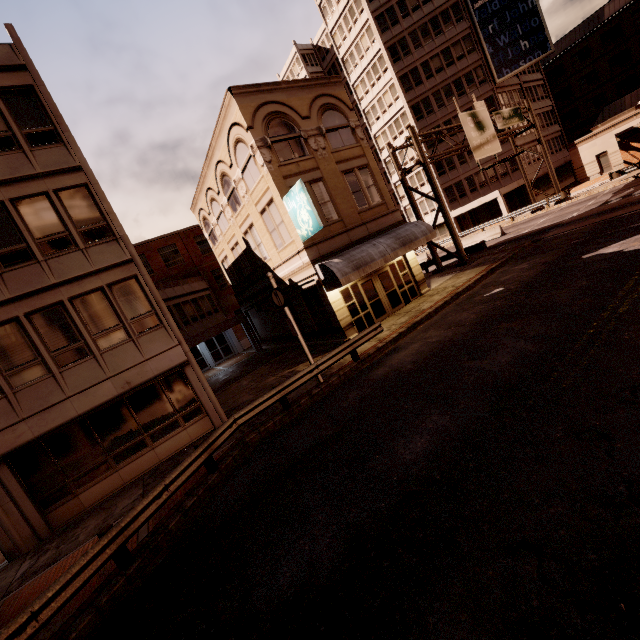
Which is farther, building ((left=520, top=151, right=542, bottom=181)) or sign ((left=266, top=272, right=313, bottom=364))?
building ((left=520, top=151, right=542, bottom=181))

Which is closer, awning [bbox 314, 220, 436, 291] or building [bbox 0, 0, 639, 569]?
building [bbox 0, 0, 639, 569]

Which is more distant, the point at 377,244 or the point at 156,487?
the point at 377,244

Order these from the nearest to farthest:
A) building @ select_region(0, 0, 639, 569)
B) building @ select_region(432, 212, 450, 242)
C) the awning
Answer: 1. building @ select_region(0, 0, 639, 569)
2. the awning
3. building @ select_region(432, 212, 450, 242)

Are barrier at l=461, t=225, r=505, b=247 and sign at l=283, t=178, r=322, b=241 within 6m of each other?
no

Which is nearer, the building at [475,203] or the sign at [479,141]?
the sign at [479,141]

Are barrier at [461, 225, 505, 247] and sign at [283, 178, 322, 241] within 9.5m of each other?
no

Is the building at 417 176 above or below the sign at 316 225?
above
